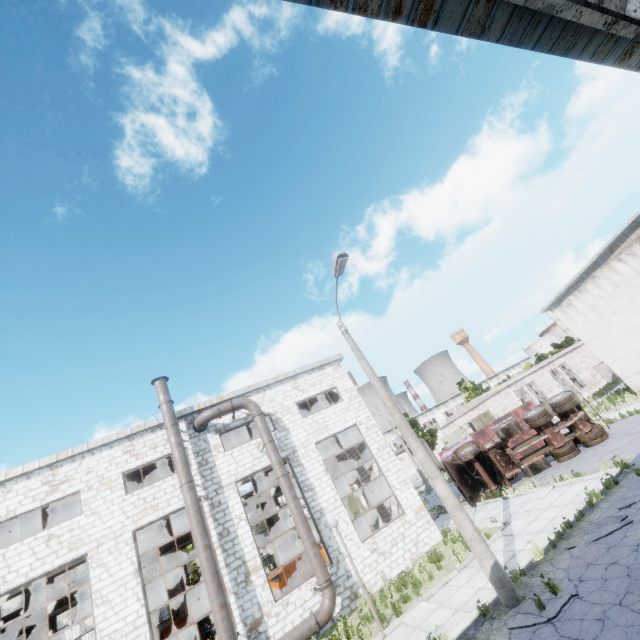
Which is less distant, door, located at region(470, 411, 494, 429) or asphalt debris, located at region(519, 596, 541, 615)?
asphalt debris, located at region(519, 596, 541, 615)

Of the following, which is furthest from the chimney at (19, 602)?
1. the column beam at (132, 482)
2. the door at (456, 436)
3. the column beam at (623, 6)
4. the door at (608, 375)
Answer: the door at (608, 375)

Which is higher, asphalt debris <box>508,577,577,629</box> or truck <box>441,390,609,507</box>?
truck <box>441,390,609,507</box>

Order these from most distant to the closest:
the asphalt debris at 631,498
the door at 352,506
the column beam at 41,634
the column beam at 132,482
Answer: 1. the door at 352,506
2. the column beam at 41,634
3. the column beam at 132,482
4. the asphalt debris at 631,498

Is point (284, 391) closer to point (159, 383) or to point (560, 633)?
point (159, 383)

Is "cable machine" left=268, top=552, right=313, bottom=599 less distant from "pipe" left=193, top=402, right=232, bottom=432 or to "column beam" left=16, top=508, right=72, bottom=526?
"pipe" left=193, top=402, right=232, bottom=432

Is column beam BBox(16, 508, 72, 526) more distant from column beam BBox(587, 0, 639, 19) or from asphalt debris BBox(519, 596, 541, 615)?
column beam BBox(587, 0, 639, 19)

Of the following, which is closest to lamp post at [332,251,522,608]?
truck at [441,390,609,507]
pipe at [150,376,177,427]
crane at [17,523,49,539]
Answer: pipe at [150,376,177,427]
